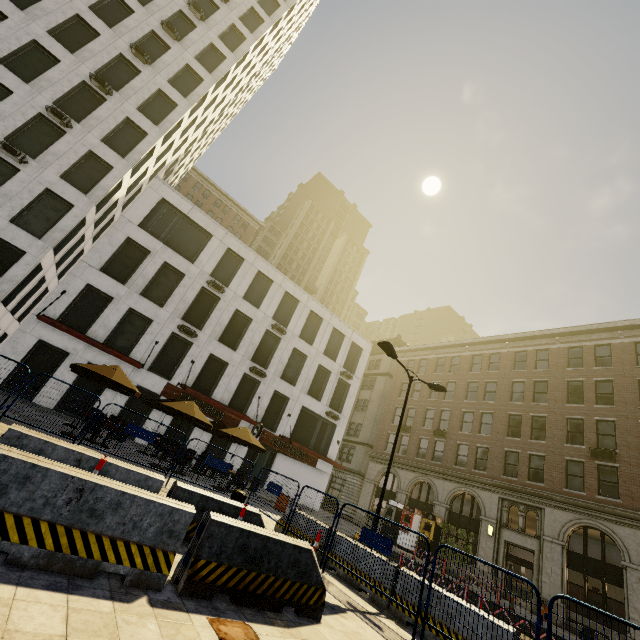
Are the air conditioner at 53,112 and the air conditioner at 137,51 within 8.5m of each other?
yes

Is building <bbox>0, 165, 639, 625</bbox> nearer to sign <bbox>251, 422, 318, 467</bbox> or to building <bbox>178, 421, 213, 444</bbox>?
building <bbox>178, 421, 213, 444</bbox>

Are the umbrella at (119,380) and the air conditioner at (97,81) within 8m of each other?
no

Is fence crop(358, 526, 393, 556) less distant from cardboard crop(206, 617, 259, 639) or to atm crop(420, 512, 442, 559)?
cardboard crop(206, 617, 259, 639)

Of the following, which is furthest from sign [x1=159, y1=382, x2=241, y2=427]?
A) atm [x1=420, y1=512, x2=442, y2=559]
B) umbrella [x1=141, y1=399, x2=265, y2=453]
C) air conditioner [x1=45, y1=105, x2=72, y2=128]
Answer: air conditioner [x1=45, y1=105, x2=72, y2=128]

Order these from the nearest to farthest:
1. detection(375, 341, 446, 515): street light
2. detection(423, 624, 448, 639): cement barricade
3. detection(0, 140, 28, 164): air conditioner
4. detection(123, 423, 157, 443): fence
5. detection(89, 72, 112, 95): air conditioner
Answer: detection(423, 624, 448, 639): cement barricade → detection(123, 423, 157, 443): fence → detection(375, 341, 446, 515): street light → detection(0, 140, 28, 164): air conditioner → detection(89, 72, 112, 95): air conditioner

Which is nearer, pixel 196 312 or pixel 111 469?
pixel 111 469

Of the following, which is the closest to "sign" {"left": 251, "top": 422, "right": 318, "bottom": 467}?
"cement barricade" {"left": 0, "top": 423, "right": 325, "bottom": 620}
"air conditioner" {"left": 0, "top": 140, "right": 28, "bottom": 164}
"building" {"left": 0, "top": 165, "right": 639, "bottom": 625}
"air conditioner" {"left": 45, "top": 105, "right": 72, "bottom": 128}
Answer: "building" {"left": 0, "top": 165, "right": 639, "bottom": 625}
